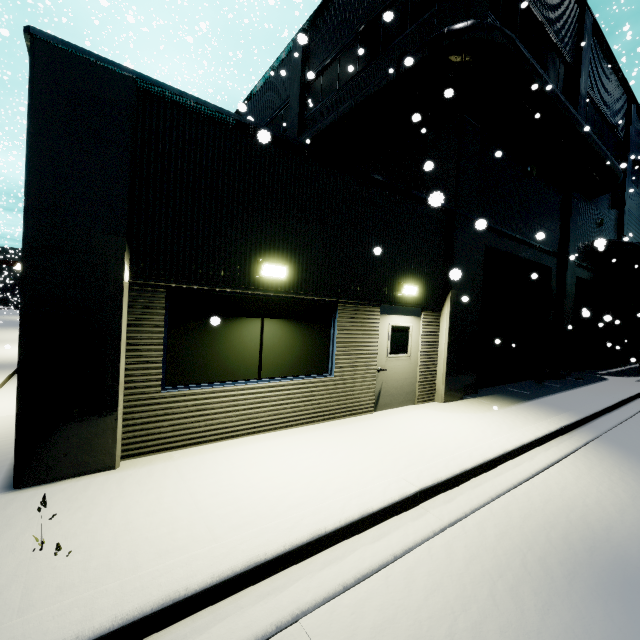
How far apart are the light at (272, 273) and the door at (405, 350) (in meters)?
2.41

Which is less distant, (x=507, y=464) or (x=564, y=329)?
(x=507, y=464)

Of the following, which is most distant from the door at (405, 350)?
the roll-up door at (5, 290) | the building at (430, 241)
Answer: the roll-up door at (5, 290)

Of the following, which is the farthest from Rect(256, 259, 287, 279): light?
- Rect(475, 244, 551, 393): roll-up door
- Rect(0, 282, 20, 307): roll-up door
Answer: Rect(0, 282, 20, 307): roll-up door

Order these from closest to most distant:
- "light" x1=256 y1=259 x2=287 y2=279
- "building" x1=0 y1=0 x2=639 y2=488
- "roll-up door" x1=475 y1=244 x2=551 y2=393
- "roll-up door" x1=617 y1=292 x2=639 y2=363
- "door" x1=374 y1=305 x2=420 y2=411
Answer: "building" x1=0 y1=0 x2=639 y2=488, "light" x1=256 y1=259 x2=287 y2=279, "door" x1=374 y1=305 x2=420 y2=411, "roll-up door" x1=475 y1=244 x2=551 y2=393, "roll-up door" x1=617 y1=292 x2=639 y2=363

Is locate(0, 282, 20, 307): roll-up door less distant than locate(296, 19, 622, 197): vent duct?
No

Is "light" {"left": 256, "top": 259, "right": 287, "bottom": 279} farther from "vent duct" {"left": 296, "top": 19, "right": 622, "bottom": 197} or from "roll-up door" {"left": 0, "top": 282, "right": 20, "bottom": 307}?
"roll-up door" {"left": 0, "top": 282, "right": 20, "bottom": 307}

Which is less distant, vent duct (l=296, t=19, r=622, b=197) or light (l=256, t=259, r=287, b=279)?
light (l=256, t=259, r=287, b=279)
